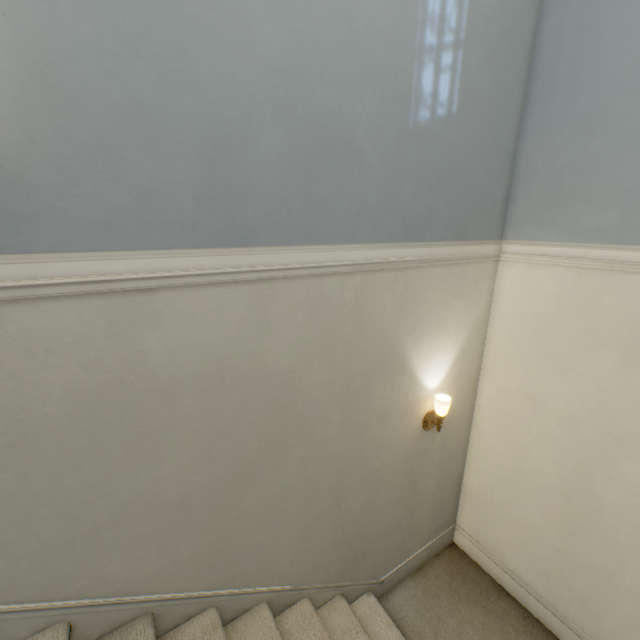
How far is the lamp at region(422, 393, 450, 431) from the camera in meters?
2.0

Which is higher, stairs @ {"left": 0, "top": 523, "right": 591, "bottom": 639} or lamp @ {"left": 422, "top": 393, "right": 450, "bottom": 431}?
lamp @ {"left": 422, "top": 393, "right": 450, "bottom": 431}

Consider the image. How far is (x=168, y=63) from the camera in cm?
95

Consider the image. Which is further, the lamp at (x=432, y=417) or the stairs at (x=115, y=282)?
the lamp at (x=432, y=417)

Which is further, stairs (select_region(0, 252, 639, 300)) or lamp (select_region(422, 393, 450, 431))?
lamp (select_region(422, 393, 450, 431))

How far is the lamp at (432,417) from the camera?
2.02m

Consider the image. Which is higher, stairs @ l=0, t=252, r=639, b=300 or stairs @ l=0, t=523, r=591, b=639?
stairs @ l=0, t=252, r=639, b=300
